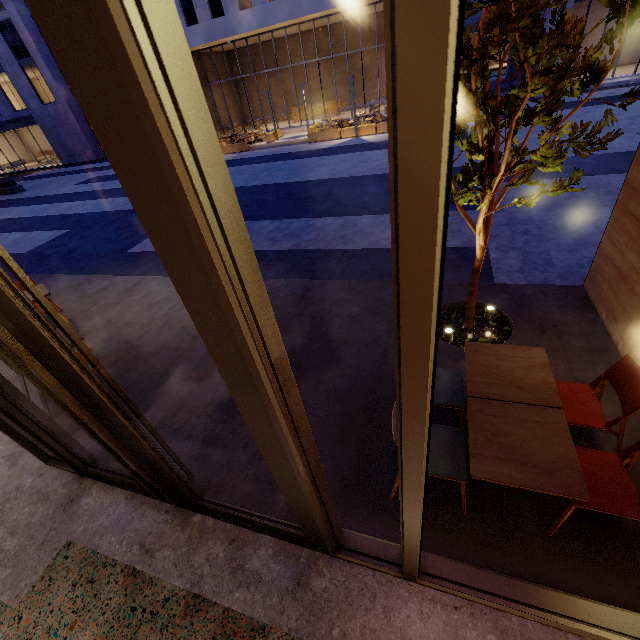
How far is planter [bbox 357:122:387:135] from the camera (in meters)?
17.88

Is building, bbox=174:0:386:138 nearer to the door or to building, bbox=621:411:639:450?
building, bbox=621:411:639:450

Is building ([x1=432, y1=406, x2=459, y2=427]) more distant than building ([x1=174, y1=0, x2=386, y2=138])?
No

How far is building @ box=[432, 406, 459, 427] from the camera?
3.2m

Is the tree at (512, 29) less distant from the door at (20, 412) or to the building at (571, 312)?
the building at (571, 312)

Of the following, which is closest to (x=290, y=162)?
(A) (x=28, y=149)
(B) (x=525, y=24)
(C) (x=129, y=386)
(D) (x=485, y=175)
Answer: (C) (x=129, y=386)

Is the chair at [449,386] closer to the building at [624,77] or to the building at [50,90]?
the building at [624,77]

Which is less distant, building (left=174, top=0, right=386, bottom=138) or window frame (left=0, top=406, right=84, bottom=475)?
window frame (left=0, top=406, right=84, bottom=475)
